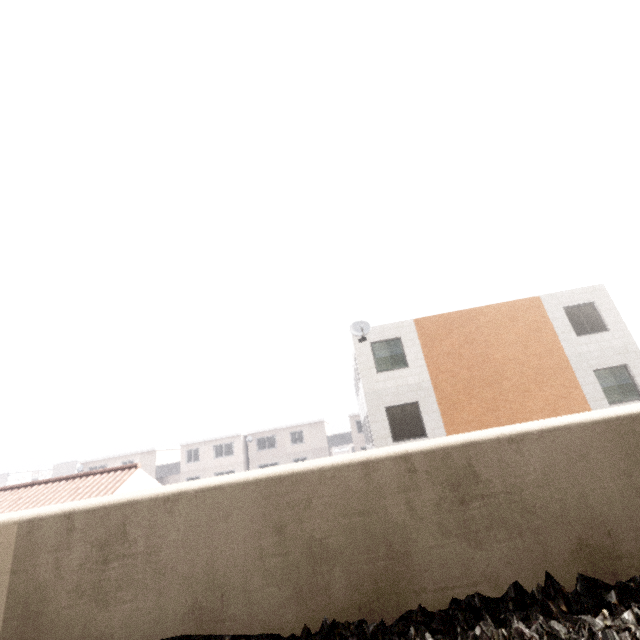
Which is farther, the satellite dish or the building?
the building

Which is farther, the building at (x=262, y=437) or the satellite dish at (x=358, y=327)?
the building at (x=262, y=437)

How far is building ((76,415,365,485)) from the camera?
37.2m

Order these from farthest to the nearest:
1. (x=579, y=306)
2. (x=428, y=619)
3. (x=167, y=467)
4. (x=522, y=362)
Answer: (x=167, y=467)
(x=579, y=306)
(x=522, y=362)
(x=428, y=619)

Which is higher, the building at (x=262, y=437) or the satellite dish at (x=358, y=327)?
the satellite dish at (x=358, y=327)

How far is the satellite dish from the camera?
14.5 meters

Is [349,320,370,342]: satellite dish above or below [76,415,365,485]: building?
above
